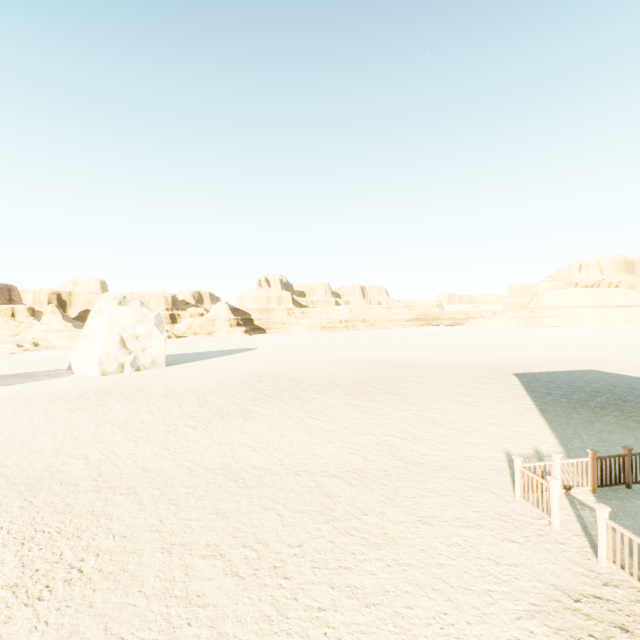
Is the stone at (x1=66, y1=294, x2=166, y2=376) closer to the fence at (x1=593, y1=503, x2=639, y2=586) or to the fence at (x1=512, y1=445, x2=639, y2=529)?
the fence at (x1=512, y1=445, x2=639, y2=529)

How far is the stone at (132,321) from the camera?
27.75m

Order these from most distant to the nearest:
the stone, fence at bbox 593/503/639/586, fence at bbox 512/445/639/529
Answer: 1. the stone
2. fence at bbox 512/445/639/529
3. fence at bbox 593/503/639/586

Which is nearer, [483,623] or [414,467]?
[483,623]

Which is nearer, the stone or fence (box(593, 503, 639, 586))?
fence (box(593, 503, 639, 586))

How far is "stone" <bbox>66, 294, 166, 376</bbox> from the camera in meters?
27.8 m

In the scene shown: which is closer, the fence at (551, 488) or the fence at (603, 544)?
the fence at (603, 544)

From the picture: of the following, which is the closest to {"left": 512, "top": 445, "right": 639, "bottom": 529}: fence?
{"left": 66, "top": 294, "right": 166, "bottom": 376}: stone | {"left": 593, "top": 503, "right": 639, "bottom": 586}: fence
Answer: {"left": 593, "top": 503, "right": 639, "bottom": 586}: fence
